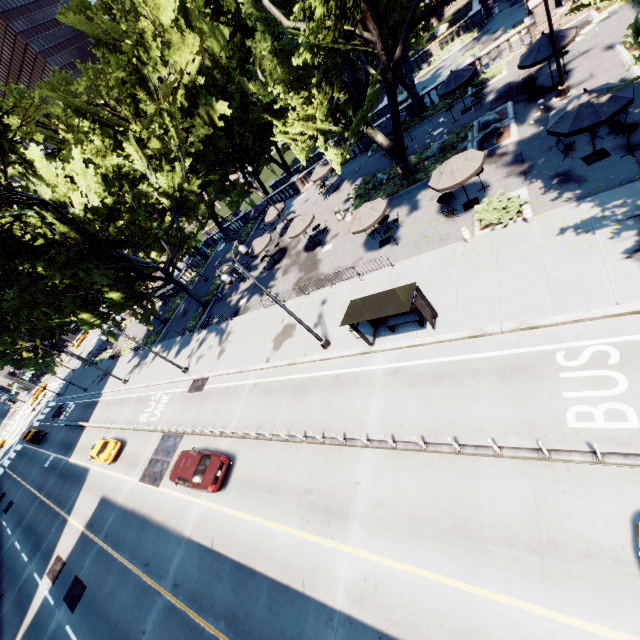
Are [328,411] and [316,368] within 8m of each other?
yes

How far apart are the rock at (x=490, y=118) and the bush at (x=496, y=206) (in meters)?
6.04

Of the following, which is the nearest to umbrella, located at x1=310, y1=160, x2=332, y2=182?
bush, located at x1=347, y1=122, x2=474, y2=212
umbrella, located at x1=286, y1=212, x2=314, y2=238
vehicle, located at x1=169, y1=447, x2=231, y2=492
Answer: bush, located at x1=347, y1=122, x2=474, y2=212

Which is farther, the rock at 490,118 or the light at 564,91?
the rock at 490,118

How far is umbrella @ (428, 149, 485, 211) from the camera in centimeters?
1552cm

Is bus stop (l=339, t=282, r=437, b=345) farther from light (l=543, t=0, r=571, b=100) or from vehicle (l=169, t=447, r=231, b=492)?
light (l=543, t=0, r=571, b=100)

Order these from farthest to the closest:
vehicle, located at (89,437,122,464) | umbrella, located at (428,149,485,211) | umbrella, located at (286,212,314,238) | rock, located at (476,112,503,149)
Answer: vehicle, located at (89,437,122,464) < umbrella, located at (286,212,314,238) < rock, located at (476,112,503,149) < umbrella, located at (428,149,485,211)

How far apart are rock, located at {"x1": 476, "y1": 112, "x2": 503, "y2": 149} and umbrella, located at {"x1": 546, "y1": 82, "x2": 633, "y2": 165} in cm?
540
